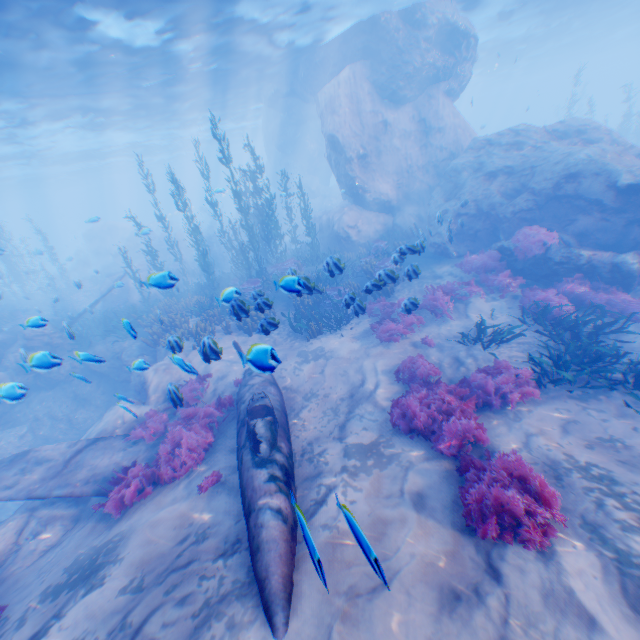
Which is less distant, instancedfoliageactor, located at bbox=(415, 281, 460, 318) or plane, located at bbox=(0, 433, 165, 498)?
plane, located at bbox=(0, 433, 165, 498)

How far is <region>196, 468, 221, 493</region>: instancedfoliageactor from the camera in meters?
6.4

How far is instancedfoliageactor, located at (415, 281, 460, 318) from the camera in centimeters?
1114cm

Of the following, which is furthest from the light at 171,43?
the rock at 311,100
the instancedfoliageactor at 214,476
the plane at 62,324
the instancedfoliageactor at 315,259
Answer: the instancedfoliageactor at 214,476

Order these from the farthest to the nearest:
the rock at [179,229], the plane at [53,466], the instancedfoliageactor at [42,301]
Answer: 1. the rock at [179,229]
2. the instancedfoliageactor at [42,301]
3. the plane at [53,466]

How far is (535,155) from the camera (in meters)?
14.15

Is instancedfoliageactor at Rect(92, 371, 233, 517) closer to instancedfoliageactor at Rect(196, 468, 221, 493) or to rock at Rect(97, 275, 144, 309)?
rock at Rect(97, 275, 144, 309)
